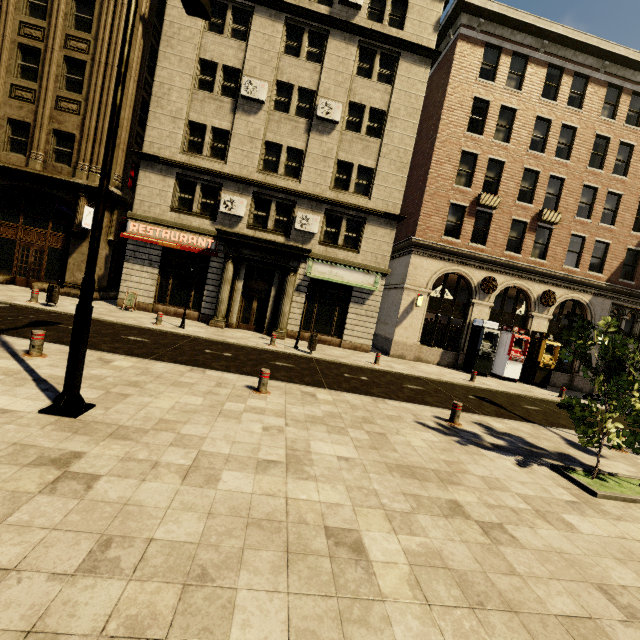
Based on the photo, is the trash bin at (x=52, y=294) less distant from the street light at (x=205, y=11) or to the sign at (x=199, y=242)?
the sign at (x=199, y=242)

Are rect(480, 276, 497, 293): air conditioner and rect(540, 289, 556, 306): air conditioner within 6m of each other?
yes

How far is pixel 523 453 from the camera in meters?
7.1 m

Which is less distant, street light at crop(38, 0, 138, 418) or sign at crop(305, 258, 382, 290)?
street light at crop(38, 0, 138, 418)

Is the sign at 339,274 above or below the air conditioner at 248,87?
below

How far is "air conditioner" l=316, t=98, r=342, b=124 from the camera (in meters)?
16.92

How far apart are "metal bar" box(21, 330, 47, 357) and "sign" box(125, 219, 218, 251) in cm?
1059

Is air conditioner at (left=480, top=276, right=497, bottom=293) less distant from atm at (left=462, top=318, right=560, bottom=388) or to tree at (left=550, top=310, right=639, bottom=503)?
atm at (left=462, top=318, right=560, bottom=388)
